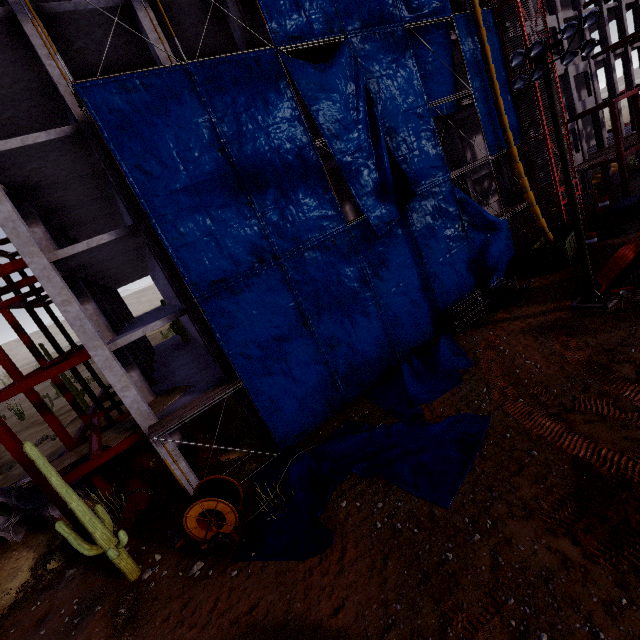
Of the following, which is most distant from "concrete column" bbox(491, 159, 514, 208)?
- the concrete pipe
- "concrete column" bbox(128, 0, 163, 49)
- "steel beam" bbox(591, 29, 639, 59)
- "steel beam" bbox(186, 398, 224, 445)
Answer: the concrete pipe

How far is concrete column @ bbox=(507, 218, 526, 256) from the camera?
24.9 meters

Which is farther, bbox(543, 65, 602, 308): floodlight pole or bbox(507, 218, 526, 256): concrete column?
bbox(507, 218, 526, 256): concrete column

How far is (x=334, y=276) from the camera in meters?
15.6 m

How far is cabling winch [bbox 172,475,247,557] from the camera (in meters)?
10.81

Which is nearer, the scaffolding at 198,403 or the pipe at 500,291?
the scaffolding at 198,403

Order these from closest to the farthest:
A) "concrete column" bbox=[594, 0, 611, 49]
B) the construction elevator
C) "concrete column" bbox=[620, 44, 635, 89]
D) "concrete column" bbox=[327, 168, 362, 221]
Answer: the construction elevator < "concrete column" bbox=[327, 168, 362, 221] < "concrete column" bbox=[594, 0, 611, 49] < "concrete column" bbox=[620, 44, 635, 89]

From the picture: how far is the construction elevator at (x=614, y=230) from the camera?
21.4m
